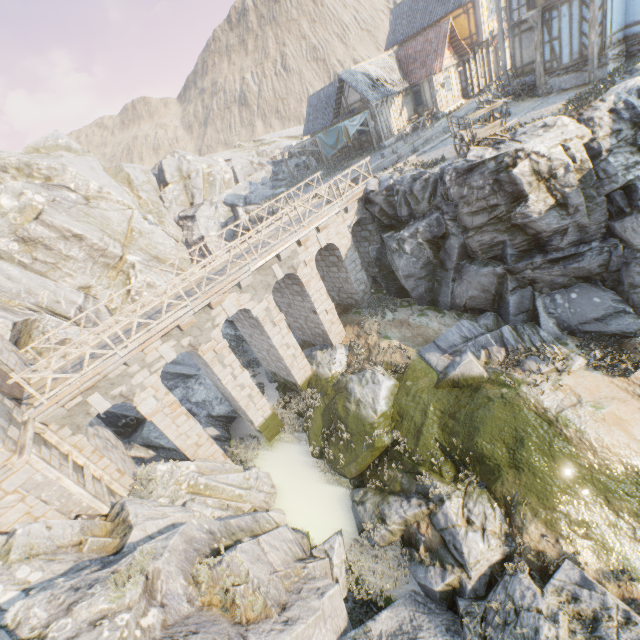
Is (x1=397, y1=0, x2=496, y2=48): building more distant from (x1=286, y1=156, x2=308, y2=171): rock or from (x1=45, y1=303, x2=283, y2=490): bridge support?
(x1=45, y1=303, x2=283, y2=490): bridge support

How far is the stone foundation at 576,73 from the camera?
16.9 meters

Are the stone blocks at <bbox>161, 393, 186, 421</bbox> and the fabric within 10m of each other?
no

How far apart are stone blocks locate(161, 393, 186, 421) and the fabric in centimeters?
2283cm

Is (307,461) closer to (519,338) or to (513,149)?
(519,338)

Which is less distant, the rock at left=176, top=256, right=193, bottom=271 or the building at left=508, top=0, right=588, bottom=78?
the building at left=508, top=0, right=588, bottom=78

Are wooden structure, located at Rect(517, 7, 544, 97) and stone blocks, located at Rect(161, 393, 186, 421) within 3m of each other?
no

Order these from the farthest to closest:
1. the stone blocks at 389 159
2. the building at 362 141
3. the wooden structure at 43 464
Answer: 1. the building at 362 141
2. the stone blocks at 389 159
3. the wooden structure at 43 464
